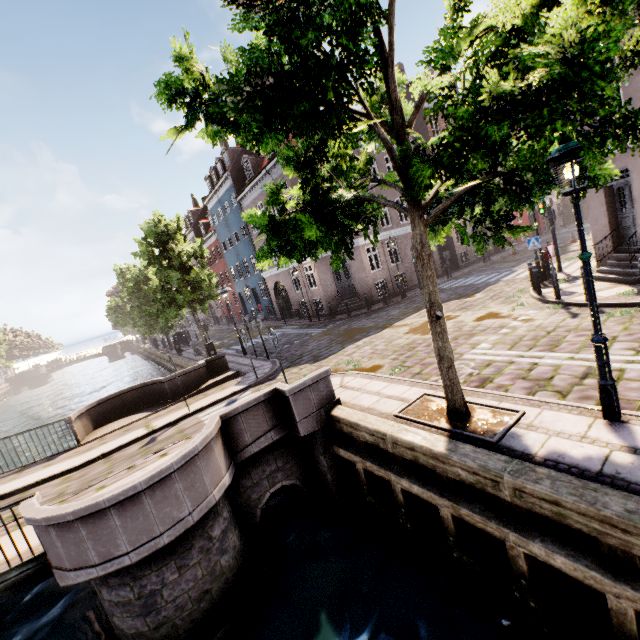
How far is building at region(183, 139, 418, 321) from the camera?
21.5 meters

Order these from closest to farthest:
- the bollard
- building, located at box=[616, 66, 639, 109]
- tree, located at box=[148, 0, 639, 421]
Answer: tree, located at box=[148, 0, 639, 421]
building, located at box=[616, 66, 639, 109]
the bollard

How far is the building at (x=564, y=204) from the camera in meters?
36.3

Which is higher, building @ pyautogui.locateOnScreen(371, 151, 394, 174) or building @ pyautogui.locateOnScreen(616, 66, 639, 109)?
building @ pyautogui.locateOnScreen(371, 151, 394, 174)

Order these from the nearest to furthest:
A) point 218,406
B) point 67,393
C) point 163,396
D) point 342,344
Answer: point 218,406, point 163,396, point 342,344, point 67,393

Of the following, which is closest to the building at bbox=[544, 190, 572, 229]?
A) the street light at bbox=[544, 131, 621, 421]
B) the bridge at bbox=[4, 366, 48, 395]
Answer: the street light at bbox=[544, 131, 621, 421]

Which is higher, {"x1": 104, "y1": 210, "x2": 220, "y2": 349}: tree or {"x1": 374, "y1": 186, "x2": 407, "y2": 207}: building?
{"x1": 374, "y1": 186, "x2": 407, "y2": 207}: building
